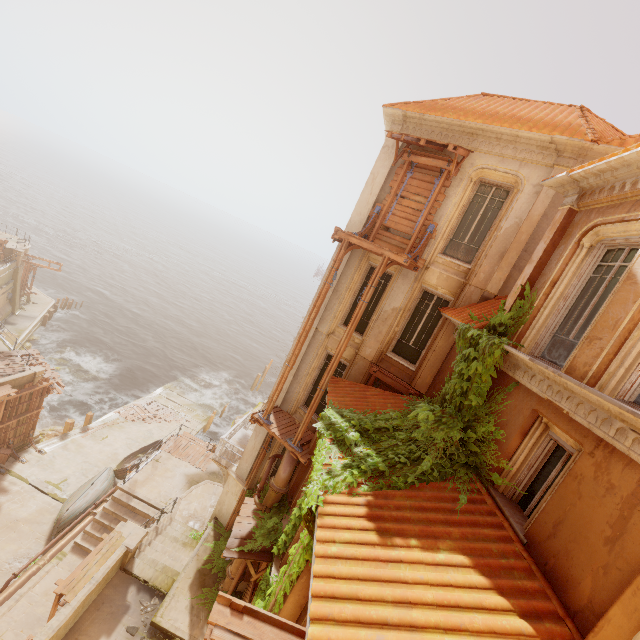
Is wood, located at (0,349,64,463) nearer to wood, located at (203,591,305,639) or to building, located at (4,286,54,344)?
building, located at (4,286,54,344)

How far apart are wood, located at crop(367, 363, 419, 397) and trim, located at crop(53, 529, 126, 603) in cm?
1032

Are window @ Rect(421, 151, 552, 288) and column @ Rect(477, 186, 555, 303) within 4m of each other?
yes

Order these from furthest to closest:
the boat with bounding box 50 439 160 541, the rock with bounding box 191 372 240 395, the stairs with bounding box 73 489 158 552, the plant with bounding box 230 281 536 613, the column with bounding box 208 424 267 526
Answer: the rock with bounding box 191 372 240 395 → the boat with bounding box 50 439 160 541 → the stairs with bounding box 73 489 158 552 → the column with bounding box 208 424 267 526 → the plant with bounding box 230 281 536 613

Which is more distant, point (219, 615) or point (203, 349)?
point (203, 349)

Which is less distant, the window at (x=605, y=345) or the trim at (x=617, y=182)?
the window at (x=605, y=345)

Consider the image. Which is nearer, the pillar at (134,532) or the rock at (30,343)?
the pillar at (134,532)

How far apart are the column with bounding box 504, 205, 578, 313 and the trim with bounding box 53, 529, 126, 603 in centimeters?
1425cm
